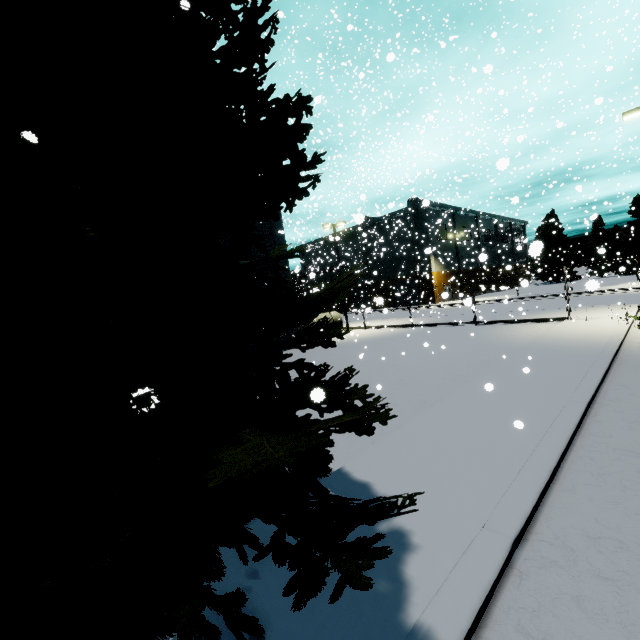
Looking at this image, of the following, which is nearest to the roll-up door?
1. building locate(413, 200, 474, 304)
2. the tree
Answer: building locate(413, 200, 474, 304)

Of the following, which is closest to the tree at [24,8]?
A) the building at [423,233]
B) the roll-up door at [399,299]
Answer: the building at [423,233]

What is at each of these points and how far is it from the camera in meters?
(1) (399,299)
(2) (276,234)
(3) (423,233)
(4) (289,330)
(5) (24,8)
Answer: (1) roll-up door, 55.2
(2) building, 22.9
(3) building, 49.5
(4) building, 23.2
(5) tree, 2.7

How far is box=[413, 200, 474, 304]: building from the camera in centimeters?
4274cm

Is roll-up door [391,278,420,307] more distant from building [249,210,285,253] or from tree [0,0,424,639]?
tree [0,0,424,639]

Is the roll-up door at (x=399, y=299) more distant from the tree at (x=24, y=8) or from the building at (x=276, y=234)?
the tree at (x=24, y=8)

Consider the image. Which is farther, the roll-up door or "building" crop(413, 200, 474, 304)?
the roll-up door
